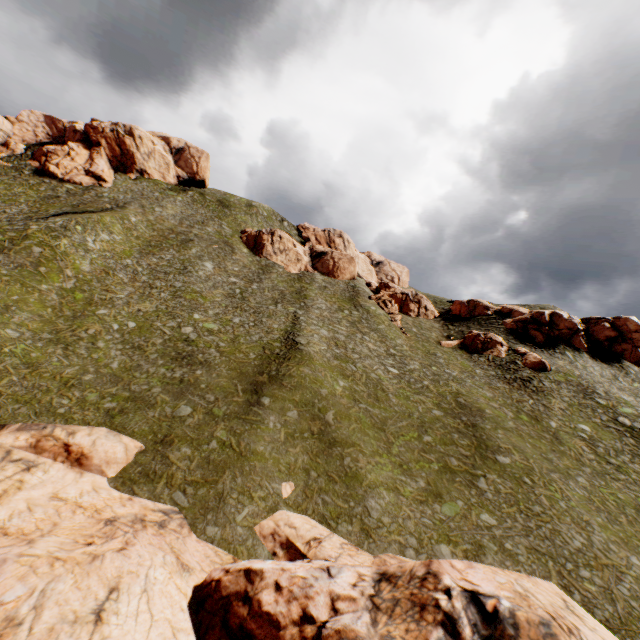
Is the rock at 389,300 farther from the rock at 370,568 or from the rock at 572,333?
the rock at 370,568

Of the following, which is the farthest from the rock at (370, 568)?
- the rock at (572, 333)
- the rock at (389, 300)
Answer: the rock at (389, 300)

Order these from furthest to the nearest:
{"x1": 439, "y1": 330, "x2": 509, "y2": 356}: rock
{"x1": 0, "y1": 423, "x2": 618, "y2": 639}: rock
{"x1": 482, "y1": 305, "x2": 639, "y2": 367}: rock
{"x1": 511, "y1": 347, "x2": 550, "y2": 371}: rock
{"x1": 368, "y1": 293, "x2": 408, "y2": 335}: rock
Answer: {"x1": 368, "y1": 293, "x2": 408, "y2": 335}: rock < {"x1": 482, "y1": 305, "x2": 639, "y2": 367}: rock < {"x1": 439, "y1": 330, "x2": 509, "y2": 356}: rock < {"x1": 511, "y1": 347, "x2": 550, "y2": 371}: rock < {"x1": 0, "y1": 423, "x2": 618, "y2": 639}: rock

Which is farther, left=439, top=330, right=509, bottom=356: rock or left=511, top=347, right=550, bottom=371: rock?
left=439, top=330, right=509, bottom=356: rock

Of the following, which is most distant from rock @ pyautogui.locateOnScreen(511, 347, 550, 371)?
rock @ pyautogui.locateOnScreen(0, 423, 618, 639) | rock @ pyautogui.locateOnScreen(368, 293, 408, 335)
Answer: rock @ pyautogui.locateOnScreen(0, 423, 618, 639)

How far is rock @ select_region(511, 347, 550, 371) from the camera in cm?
4281

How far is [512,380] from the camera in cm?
4172
